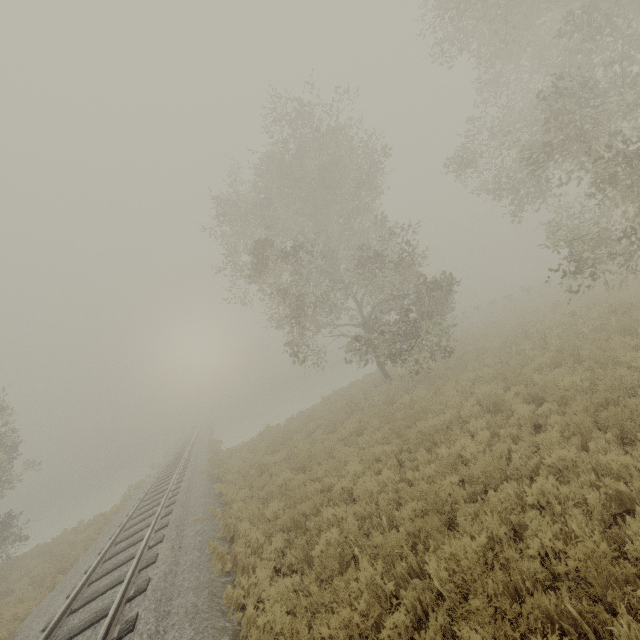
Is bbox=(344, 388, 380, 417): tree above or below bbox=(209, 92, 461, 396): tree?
below

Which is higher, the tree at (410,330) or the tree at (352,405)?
the tree at (410,330)

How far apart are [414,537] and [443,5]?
19.7 meters

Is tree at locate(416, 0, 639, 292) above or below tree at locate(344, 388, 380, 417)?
above

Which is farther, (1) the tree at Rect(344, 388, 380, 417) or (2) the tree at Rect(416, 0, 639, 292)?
(1) the tree at Rect(344, 388, 380, 417)

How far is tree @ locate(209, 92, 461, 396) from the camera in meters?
15.6

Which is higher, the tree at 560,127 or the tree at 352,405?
the tree at 560,127
